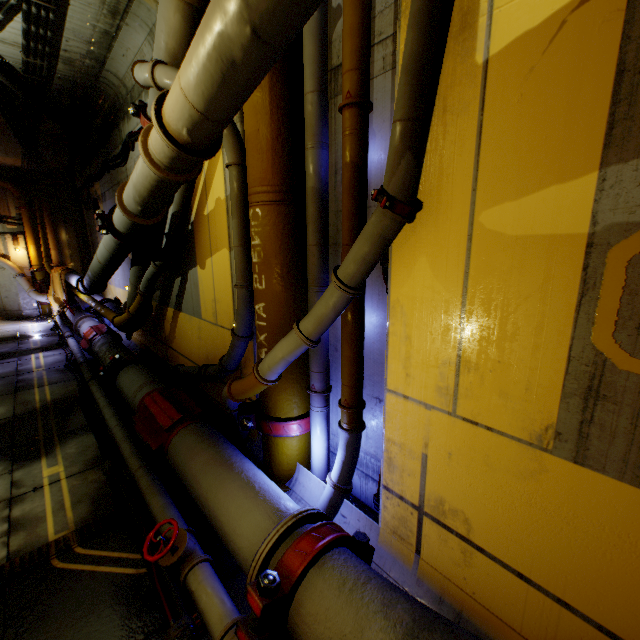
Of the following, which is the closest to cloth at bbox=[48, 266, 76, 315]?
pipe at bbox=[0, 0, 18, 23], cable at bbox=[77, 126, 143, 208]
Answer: pipe at bbox=[0, 0, 18, 23]

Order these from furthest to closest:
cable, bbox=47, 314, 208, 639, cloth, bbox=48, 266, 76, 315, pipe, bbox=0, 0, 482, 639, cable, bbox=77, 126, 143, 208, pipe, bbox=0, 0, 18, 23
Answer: cloth, bbox=48, 266, 76, 315
cable, bbox=77, 126, 143, 208
pipe, bbox=0, 0, 18, 23
cable, bbox=47, 314, 208, 639
pipe, bbox=0, 0, 482, 639

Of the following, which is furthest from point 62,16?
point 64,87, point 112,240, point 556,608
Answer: point 556,608

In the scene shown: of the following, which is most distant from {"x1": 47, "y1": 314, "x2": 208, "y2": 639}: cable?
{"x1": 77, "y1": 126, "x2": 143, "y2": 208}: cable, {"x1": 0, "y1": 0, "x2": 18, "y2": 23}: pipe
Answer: {"x1": 77, "y1": 126, "x2": 143, "y2": 208}: cable

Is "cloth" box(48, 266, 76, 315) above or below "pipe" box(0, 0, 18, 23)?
below

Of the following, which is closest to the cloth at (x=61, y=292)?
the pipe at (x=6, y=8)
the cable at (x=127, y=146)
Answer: the pipe at (x=6, y=8)

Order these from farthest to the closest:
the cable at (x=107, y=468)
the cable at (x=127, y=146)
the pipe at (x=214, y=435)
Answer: the cable at (x=127, y=146), the cable at (x=107, y=468), the pipe at (x=214, y=435)

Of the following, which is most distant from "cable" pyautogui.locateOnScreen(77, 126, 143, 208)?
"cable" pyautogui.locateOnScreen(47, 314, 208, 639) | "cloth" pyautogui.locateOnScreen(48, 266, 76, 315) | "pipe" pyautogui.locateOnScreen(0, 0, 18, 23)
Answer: "cable" pyautogui.locateOnScreen(47, 314, 208, 639)
